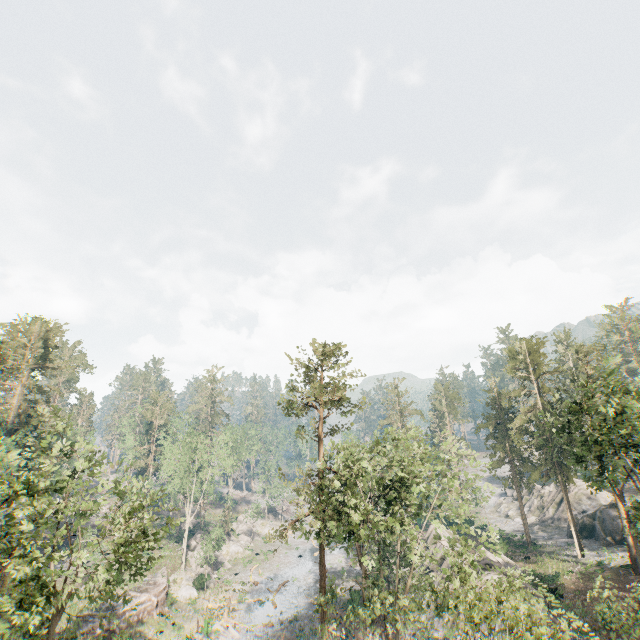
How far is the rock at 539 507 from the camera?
48.7m

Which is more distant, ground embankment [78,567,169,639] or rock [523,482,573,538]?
rock [523,482,573,538]

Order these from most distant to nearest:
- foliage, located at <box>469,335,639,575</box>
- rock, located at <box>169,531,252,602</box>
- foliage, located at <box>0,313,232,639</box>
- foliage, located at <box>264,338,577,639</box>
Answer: rock, located at <box>169,531,252,602</box> < foliage, located at <box>469,335,639,575</box> < foliage, located at <box>264,338,577,639</box> < foliage, located at <box>0,313,232,639</box>

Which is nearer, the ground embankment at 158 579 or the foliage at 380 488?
the foliage at 380 488

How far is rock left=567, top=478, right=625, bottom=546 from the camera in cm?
3816

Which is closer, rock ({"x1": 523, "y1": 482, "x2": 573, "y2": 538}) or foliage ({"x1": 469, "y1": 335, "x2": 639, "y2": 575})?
foliage ({"x1": 469, "y1": 335, "x2": 639, "y2": 575})

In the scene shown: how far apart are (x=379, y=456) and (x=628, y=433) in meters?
30.3 m
